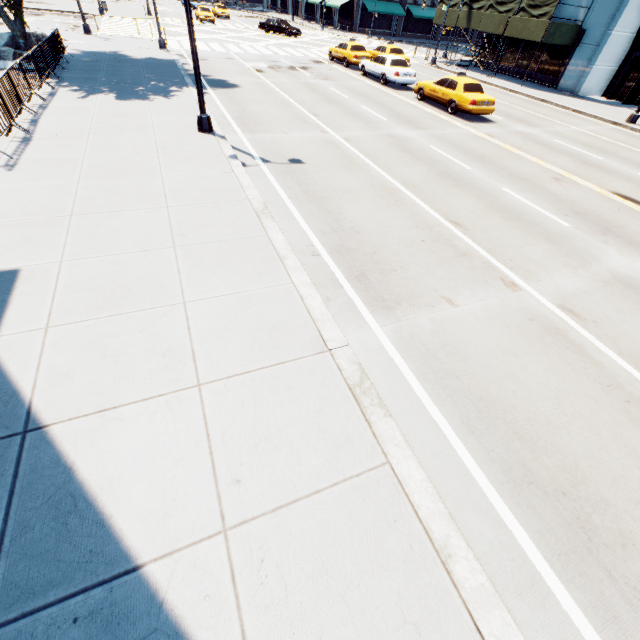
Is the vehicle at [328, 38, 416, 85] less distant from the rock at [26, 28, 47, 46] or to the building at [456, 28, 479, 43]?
the rock at [26, 28, 47, 46]

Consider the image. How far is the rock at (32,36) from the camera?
17.9m

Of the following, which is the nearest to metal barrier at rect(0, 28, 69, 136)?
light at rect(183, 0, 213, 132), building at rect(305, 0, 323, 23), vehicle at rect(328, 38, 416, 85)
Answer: light at rect(183, 0, 213, 132)

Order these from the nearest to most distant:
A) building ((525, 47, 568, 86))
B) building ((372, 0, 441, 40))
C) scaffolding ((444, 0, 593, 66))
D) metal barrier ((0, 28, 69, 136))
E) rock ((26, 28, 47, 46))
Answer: metal barrier ((0, 28, 69, 136)), rock ((26, 28, 47, 46)), scaffolding ((444, 0, 593, 66)), building ((525, 47, 568, 86)), building ((372, 0, 441, 40))

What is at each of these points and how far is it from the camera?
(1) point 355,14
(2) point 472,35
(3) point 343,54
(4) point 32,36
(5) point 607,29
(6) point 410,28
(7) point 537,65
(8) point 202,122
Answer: (1) building, 48.3m
(2) building, 56.8m
(3) vehicle, 25.4m
(4) rock, 18.0m
(5) building, 23.2m
(6) building, 52.8m
(7) building, 27.9m
(8) light, 10.9m

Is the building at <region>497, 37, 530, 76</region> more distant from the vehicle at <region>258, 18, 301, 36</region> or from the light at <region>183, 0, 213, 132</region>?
the light at <region>183, 0, 213, 132</region>

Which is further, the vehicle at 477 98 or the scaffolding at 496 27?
the scaffolding at 496 27

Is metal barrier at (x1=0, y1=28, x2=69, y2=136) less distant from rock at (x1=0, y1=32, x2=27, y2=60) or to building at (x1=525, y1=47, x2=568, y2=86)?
rock at (x1=0, y1=32, x2=27, y2=60)
